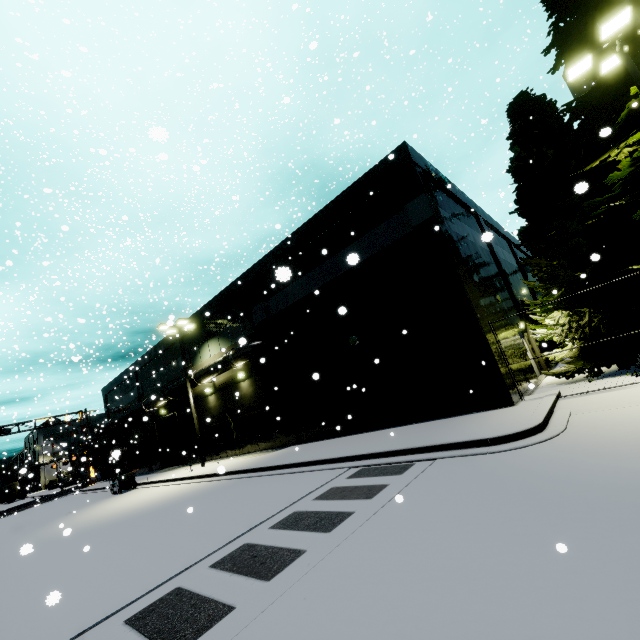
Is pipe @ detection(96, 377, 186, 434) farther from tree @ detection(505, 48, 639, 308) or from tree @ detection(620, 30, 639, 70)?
tree @ detection(620, 30, 639, 70)

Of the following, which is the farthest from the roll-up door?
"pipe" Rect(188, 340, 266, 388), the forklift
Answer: the forklift

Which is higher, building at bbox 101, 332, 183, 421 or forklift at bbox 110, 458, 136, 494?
building at bbox 101, 332, 183, 421

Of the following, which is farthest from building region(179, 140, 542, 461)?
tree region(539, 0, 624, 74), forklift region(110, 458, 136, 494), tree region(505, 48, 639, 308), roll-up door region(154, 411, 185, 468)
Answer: tree region(539, 0, 624, 74)

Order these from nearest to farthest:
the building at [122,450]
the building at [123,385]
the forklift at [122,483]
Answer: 1. the forklift at [122,483]
2. the building at [122,450]
3. the building at [123,385]

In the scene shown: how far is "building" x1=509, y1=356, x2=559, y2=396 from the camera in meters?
12.9 m

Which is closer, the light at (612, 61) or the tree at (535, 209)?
the light at (612, 61)

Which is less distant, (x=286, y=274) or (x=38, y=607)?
(x=286, y=274)
